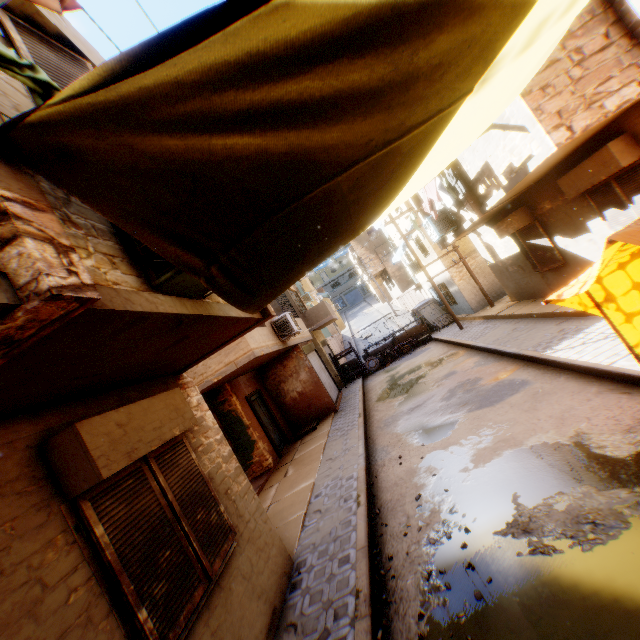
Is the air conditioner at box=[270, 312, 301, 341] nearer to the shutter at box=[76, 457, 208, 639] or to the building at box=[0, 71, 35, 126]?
the building at box=[0, 71, 35, 126]

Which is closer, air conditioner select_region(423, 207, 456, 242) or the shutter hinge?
the shutter hinge

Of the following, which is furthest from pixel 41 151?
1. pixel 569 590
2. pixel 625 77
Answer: pixel 625 77

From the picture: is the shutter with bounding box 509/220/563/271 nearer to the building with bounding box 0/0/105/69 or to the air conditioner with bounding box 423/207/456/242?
the building with bounding box 0/0/105/69

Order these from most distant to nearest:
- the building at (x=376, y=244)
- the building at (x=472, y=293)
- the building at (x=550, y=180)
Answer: the building at (x=376, y=244) < the building at (x=472, y=293) < the building at (x=550, y=180)

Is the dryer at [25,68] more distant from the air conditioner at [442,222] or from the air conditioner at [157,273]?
the air conditioner at [442,222]

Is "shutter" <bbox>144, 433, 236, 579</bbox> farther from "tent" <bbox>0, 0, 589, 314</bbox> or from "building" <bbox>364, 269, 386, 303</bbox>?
"tent" <bbox>0, 0, 589, 314</bbox>

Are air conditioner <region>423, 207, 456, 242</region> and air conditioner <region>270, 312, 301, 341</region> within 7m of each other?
yes
